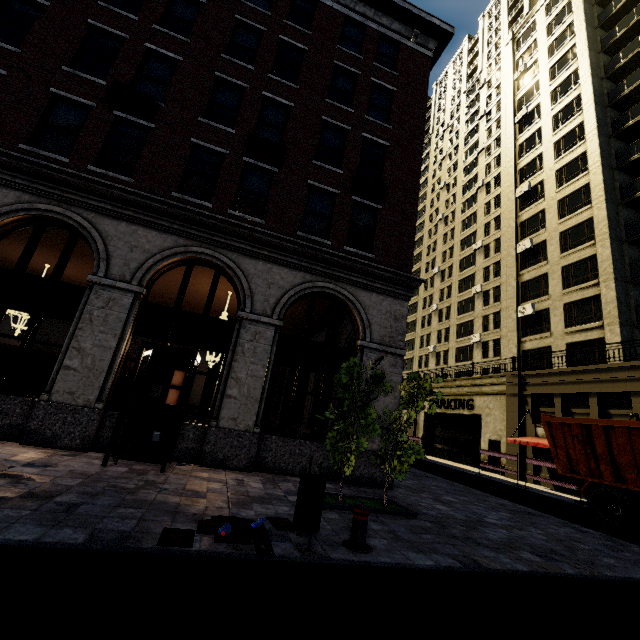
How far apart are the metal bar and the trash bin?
0.5 meters

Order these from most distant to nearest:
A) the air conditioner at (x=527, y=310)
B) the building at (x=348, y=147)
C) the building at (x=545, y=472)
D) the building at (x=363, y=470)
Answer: the air conditioner at (x=527, y=310), the building at (x=545, y=472), the building at (x=363, y=470), the building at (x=348, y=147)

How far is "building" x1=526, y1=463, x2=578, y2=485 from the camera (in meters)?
17.89

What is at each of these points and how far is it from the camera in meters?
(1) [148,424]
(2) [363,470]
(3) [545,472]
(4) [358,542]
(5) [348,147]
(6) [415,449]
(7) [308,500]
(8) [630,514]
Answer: (1) phone booth, 8.2 m
(2) building, 9.6 m
(3) building, 19.4 m
(4) metal bar, 4.7 m
(5) building, 12.3 m
(6) tree, 7.3 m
(7) trash bin, 4.5 m
(8) truck, 8.9 m

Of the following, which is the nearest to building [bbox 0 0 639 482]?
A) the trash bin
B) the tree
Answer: the tree

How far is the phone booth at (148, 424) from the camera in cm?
711

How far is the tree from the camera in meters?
6.9

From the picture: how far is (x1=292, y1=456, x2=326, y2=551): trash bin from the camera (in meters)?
4.45
